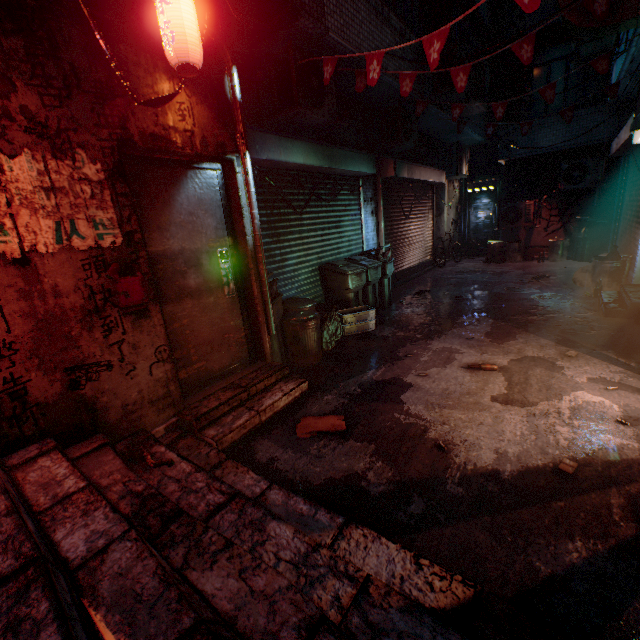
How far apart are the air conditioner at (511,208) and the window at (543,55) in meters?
2.0 m

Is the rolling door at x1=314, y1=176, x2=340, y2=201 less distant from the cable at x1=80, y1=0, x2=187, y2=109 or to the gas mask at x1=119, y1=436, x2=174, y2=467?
the cable at x1=80, y1=0, x2=187, y2=109

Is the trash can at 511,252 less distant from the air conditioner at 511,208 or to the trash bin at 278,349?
the air conditioner at 511,208

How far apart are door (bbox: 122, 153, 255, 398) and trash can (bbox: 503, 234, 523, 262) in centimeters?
922cm

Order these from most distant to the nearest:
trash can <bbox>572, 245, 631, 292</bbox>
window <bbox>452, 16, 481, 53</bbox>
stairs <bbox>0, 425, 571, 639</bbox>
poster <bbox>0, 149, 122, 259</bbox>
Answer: window <bbox>452, 16, 481, 53</bbox>
trash can <bbox>572, 245, 631, 292</bbox>
poster <bbox>0, 149, 122, 259</bbox>
stairs <bbox>0, 425, 571, 639</bbox>

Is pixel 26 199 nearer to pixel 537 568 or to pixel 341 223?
pixel 537 568

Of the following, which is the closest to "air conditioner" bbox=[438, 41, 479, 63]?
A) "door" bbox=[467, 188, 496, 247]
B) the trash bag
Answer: the trash bag

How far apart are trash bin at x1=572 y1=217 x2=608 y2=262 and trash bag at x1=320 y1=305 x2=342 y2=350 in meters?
7.9
